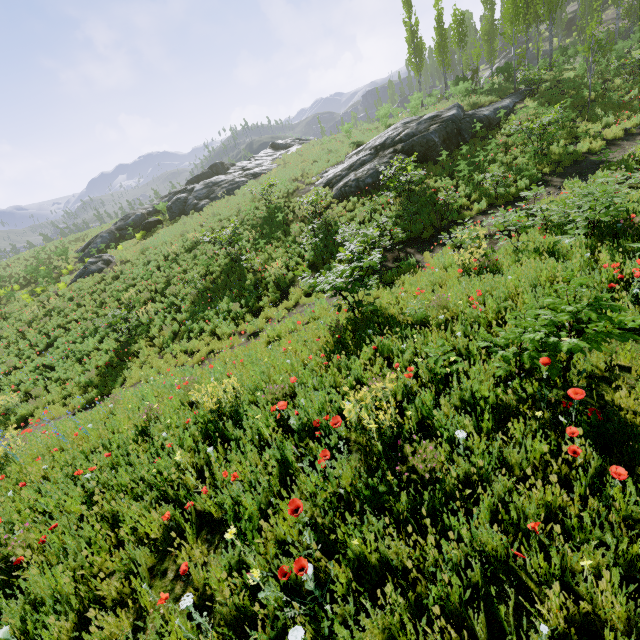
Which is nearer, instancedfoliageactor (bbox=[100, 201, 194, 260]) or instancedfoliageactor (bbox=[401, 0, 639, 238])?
instancedfoliageactor (bbox=[401, 0, 639, 238])

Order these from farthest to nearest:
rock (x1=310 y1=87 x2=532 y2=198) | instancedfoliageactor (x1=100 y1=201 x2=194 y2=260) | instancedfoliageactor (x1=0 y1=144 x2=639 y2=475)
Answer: instancedfoliageactor (x1=100 y1=201 x2=194 y2=260), rock (x1=310 y1=87 x2=532 y2=198), instancedfoliageactor (x1=0 y1=144 x2=639 y2=475)

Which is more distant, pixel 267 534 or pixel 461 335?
pixel 461 335

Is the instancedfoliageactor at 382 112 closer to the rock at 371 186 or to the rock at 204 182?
the rock at 371 186

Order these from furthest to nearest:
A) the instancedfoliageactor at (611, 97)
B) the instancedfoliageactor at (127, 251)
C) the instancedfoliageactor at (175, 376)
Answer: the instancedfoliageactor at (127, 251)
the instancedfoliageactor at (611, 97)
the instancedfoliageactor at (175, 376)

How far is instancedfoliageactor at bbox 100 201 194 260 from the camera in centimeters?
2334cm

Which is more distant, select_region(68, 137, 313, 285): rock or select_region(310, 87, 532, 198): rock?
select_region(68, 137, 313, 285): rock
